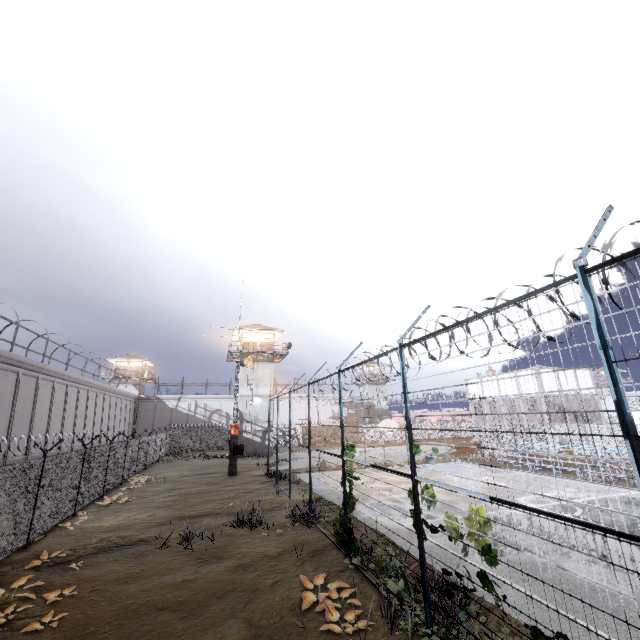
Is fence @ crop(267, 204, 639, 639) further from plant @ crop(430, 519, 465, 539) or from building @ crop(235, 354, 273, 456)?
building @ crop(235, 354, 273, 456)

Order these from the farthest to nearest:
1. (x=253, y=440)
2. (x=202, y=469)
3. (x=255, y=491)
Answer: (x=253, y=440)
(x=202, y=469)
(x=255, y=491)

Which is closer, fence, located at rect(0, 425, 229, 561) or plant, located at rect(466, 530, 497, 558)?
plant, located at rect(466, 530, 497, 558)

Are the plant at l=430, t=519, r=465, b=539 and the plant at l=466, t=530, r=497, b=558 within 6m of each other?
yes

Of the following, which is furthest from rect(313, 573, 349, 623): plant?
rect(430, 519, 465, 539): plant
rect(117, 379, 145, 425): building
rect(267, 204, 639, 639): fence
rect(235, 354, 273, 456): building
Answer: rect(117, 379, 145, 425): building

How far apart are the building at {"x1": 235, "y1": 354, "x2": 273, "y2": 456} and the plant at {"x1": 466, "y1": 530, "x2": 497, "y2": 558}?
34.2m

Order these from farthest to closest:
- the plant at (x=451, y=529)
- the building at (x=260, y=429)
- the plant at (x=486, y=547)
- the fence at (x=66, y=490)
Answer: → the building at (x=260, y=429) < the fence at (x=66, y=490) < the plant at (x=451, y=529) < the plant at (x=486, y=547)

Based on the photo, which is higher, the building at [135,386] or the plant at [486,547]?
the building at [135,386]
